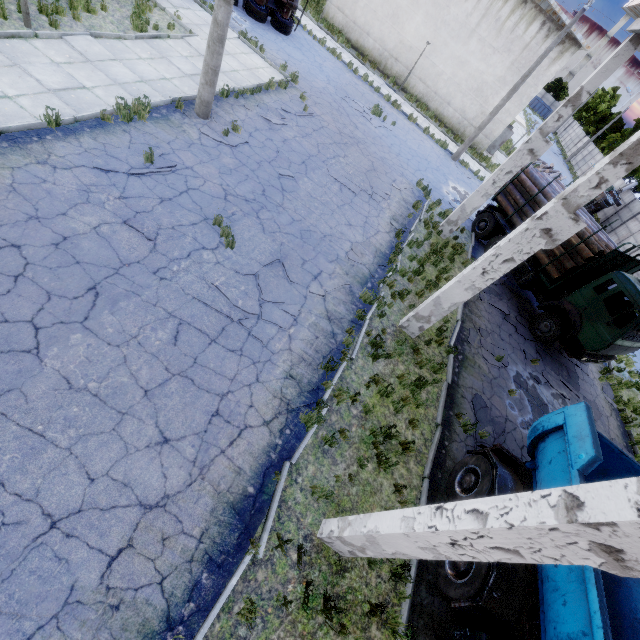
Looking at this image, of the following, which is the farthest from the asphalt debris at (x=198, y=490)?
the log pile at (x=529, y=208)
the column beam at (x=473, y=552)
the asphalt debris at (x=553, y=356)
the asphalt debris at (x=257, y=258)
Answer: the log pile at (x=529, y=208)

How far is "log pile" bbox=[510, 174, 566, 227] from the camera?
13.45m

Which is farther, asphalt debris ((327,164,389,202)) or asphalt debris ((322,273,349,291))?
asphalt debris ((327,164,389,202))

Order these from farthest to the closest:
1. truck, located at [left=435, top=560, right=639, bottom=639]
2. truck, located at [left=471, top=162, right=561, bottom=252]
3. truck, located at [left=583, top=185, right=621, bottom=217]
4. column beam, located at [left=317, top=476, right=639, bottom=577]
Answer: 1. truck, located at [left=583, top=185, right=621, bottom=217]
2. truck, located at [left=471, top=162, right=561, bottom=252]
3. truck, located at [left=435, top=560, right=639, bottom=639]
4. column beam, located at [left=317, top=476, right=639, bottom=577]

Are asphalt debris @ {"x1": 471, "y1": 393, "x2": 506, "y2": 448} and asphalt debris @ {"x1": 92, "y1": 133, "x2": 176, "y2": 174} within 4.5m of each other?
no

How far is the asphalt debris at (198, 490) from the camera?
4.4 meters

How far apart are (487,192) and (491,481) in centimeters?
1093cm

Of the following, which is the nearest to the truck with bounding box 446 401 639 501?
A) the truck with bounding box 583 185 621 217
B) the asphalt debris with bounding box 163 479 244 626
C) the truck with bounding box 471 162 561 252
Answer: the asphalt debris with bounding box 163 479 244 626
